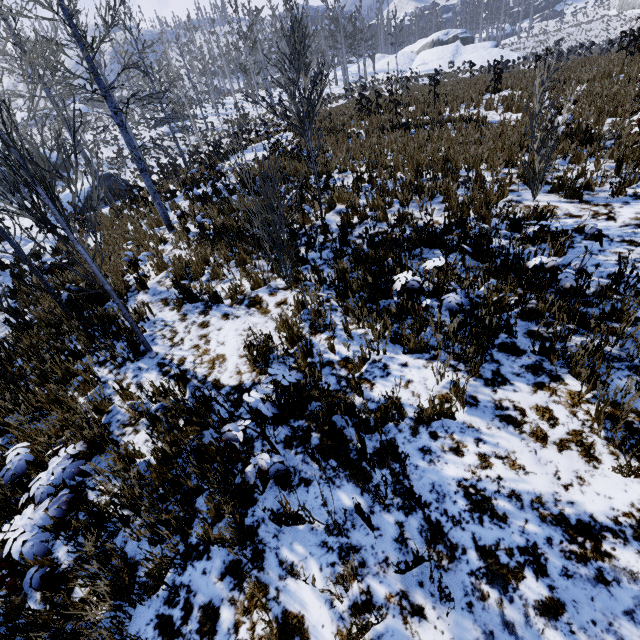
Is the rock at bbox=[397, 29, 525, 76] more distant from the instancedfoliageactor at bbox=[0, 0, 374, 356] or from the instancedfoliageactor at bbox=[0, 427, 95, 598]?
the instancedfoliageactor at bbox=[0, 427, 95, 598]

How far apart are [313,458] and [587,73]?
16.19m

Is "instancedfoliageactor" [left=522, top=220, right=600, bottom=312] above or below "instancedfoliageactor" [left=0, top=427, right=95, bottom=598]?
above

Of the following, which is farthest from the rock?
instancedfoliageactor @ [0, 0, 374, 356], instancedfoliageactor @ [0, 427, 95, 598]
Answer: instancedfoliageactor @ [0, 427, 95, 598]

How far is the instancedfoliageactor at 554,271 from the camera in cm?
337

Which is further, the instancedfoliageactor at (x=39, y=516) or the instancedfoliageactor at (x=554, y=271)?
the instancedfoliageactor at (x=554, y=271)

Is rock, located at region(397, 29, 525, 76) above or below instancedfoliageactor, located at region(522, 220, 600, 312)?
above
